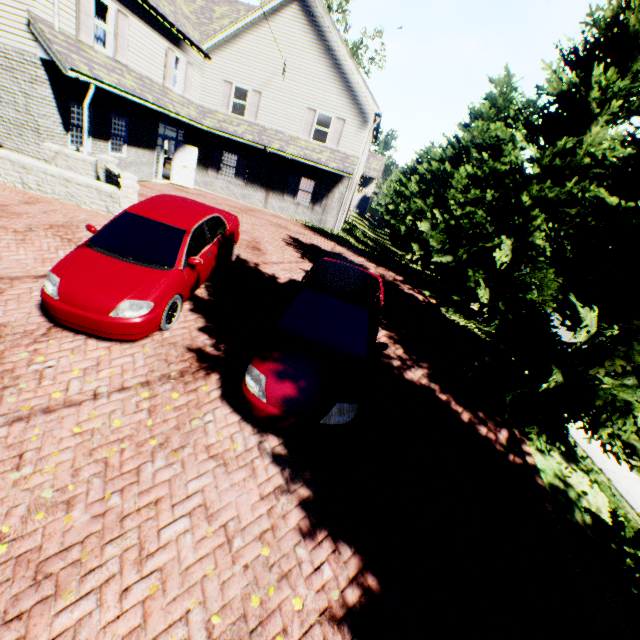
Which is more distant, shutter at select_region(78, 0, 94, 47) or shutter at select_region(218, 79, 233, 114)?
shutter at select_region(218, 79, 233, 114)

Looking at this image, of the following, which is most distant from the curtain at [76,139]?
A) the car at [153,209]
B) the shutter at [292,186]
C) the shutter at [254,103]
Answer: the shutter at [292,186]

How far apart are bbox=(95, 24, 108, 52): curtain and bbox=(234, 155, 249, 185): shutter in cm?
743

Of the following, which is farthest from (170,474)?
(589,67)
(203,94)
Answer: (203,94)

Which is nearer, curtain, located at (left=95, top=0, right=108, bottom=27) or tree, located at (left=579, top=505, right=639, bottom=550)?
tree, located at (left=579, top=505, right=639, bottom=550)

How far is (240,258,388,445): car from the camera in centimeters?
448cm

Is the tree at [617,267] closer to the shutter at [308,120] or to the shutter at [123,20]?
the shutter at [308,120]

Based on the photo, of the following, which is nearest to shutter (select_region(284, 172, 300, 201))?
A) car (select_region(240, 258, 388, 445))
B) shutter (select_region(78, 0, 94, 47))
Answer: shutter (select_region(78, 0, 94, 47))
